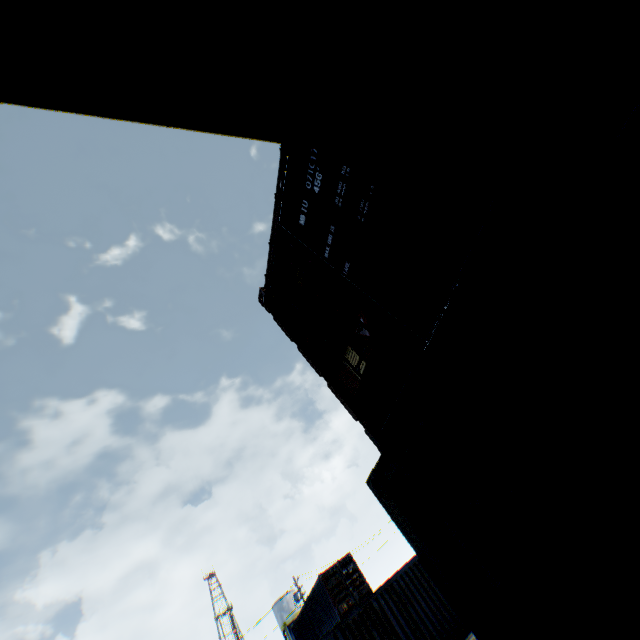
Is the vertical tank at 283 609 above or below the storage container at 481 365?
above

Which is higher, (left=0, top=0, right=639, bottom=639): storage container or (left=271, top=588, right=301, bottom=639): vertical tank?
(left=271, top=588, right=301, bottom=639): vertical tank

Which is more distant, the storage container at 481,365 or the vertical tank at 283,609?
the vertical tank at 283,609

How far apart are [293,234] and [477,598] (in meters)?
3.71

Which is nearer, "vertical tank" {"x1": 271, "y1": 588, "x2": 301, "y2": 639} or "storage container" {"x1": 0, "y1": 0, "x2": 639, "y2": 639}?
"storage container" {"x1": 0, "y1": 0, "x2": 639, "y2": 639}
